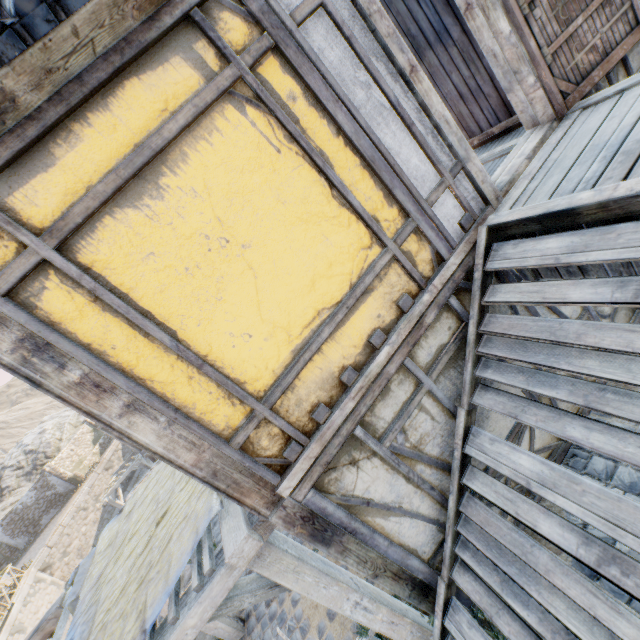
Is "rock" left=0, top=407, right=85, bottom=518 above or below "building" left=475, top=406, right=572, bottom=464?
above

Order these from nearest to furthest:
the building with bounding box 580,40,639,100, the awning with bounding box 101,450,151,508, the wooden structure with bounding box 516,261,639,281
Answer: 1. the wooden structure with bounding box 516,261,639,281
2. the building with bounding box 580,40,639,100
3. the awning with bounding box 101,450,151,508

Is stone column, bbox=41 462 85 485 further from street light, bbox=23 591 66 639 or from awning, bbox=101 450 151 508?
street light, bbox=23 591 66 639

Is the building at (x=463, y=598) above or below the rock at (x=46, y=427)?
below

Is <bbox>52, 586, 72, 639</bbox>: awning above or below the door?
below

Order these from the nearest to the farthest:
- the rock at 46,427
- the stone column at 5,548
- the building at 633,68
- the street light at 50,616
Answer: the building at 633,68
the street light at 50,616
the stone column at 5,548
the rock at 46,427

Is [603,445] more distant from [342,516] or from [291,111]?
[291,111]

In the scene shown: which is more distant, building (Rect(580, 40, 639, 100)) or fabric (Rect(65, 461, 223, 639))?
building (Rect(580, 40, 639, 100))
